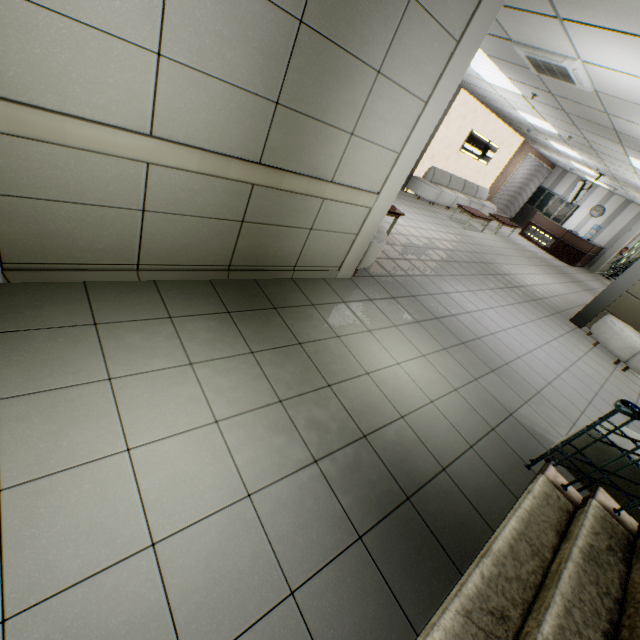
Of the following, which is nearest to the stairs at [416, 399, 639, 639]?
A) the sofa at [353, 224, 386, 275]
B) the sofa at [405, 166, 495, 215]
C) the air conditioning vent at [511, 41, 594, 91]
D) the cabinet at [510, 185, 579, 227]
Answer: the sofa at [353, 224, 386, 275]

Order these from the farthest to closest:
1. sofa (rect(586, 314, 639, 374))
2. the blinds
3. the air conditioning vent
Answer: the blinds
sofa (rect(586, 314, 639, 374))
the air conditioning vent

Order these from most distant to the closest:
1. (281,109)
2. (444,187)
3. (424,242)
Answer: (444,187) → (424,242) → (281,109)

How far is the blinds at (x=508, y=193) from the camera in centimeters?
1501cm

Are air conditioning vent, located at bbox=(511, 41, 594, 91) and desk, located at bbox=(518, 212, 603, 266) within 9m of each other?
no

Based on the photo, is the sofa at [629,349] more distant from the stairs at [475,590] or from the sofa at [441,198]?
the sofa at [441,198]

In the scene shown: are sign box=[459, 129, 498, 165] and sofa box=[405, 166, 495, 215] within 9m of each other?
yes

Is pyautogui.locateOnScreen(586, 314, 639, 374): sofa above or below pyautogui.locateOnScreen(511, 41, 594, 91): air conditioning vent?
below
